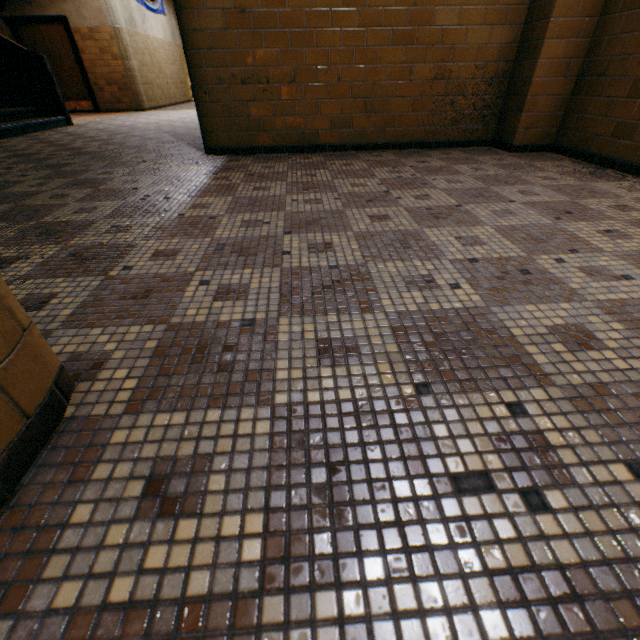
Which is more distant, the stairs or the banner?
the banner

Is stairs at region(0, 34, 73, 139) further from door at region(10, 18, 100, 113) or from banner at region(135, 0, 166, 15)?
banner at region(135, 0, 166, 15)

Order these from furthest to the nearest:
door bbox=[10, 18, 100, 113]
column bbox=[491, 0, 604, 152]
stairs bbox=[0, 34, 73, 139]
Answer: door bbox=[10, 18, 100, 113], stairs bbox=[0, 34, 73, 139], column bbox=[491, 0, 604, 152]

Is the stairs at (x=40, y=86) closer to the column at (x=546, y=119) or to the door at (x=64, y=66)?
the door at (x=64, y=66)

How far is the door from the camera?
8.9m

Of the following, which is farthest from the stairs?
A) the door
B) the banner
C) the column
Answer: the column

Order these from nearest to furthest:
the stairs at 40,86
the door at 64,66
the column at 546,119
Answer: the column at 546,119, the stairs at 40,86, the door at 64,66

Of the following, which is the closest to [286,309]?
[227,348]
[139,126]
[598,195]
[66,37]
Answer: [227,348]
